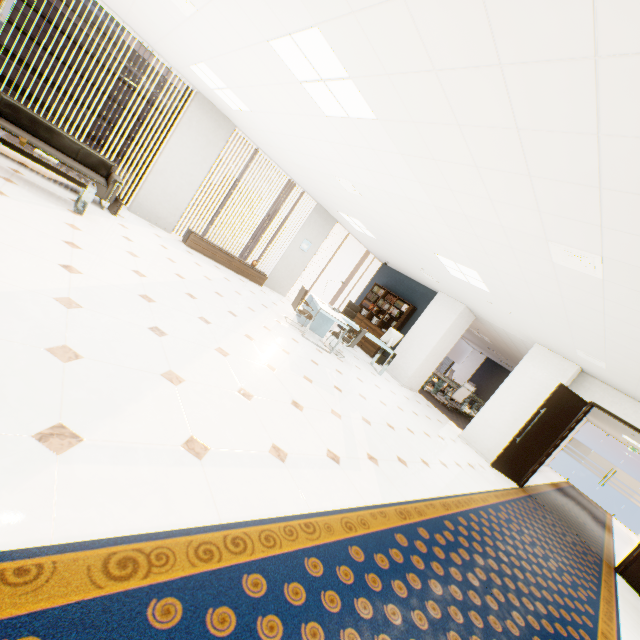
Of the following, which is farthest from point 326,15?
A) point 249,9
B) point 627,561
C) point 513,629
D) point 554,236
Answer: point 627,561

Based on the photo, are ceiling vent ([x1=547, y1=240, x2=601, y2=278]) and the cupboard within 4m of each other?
no

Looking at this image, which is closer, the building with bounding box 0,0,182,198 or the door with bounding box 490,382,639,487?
the door with bounding box 490,382,639,487

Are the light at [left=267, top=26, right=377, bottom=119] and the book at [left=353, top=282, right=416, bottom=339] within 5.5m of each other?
no

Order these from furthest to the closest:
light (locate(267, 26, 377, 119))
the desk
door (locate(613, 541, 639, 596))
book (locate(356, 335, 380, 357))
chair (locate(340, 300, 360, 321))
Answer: book (locate(356, 335, 380, 357))
chair (locate(340, 300, 360, 321))
the desk
door (locate(613, 541, 639, 596))
light (locate(267, 26, 377, 119))

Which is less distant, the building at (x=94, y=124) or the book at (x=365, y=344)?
the book at (x=365, y=344)

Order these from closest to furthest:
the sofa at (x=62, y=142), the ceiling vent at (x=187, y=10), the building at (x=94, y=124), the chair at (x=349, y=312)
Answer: the ceiling vent at (x=187, y=10), the sofa at (x=62, y=142), the chair at (x=349, y=312), the building at (x=94, y=124)

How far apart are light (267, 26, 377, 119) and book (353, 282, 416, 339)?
7.4m
